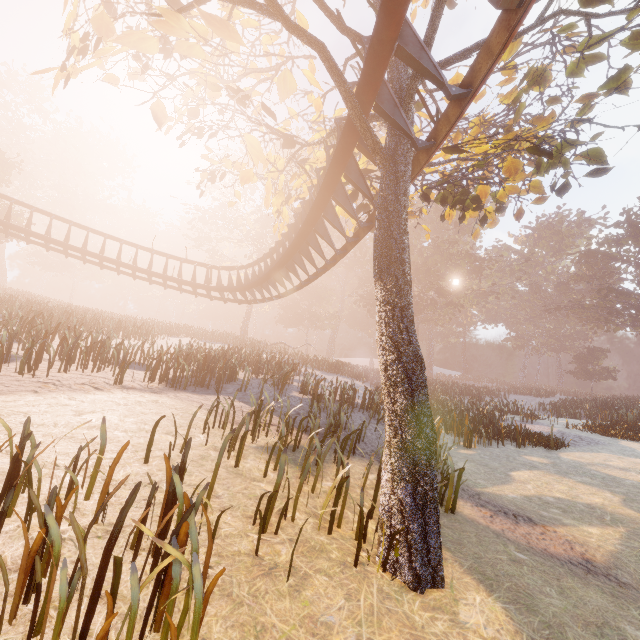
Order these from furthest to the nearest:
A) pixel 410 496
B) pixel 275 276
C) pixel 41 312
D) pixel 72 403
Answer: pixel 275 276, pixel 41 312, pixel 72 403, pixel 410 496

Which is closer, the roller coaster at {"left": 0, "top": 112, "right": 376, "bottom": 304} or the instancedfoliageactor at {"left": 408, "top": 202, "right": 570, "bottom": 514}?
the roller coaster at {"left": 0, "top": 112, "right": 376, "bottom": 304}

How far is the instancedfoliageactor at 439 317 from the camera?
13.3m

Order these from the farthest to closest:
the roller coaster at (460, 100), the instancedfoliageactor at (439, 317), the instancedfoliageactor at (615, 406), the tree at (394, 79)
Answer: the instancedfoliageactor at (615, 406), the instancedfoliageactor at (439, 317), the tree at (394, 79), the roller coaster at (460, 100)

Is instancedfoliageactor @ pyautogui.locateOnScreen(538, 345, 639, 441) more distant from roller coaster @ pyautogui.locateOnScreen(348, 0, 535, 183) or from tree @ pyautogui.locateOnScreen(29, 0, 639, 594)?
roller coaster @ pyautogui.locateOnScreen(348, 0, 535, 183)

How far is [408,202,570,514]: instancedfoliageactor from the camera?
13.28m

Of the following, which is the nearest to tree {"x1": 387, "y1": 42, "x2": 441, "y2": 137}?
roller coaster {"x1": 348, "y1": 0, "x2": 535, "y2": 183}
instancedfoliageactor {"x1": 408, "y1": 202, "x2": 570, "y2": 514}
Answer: roller coaster {"x1": 348, "y1": 0, "x2": 535, "y2": 183}
